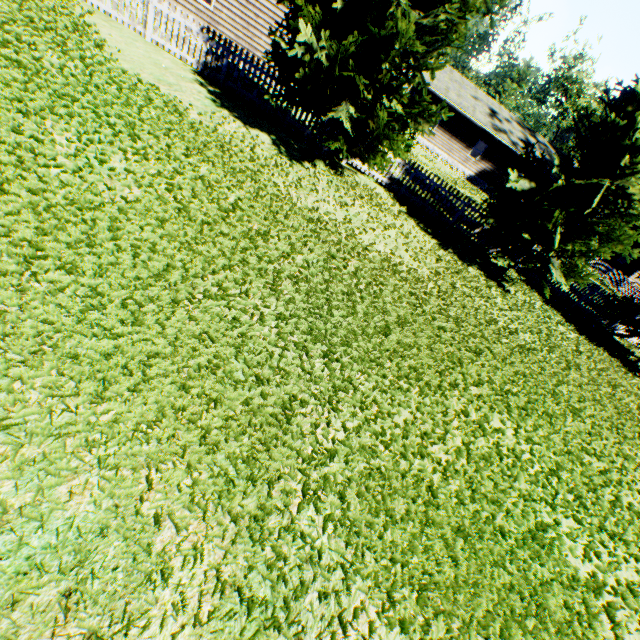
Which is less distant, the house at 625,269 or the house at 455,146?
the house at 455,146

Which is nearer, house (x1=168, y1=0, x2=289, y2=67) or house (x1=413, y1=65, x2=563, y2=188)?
house (x1=168, y1=0, x2=289, y2=67)

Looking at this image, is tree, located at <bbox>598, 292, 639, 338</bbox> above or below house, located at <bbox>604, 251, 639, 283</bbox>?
below

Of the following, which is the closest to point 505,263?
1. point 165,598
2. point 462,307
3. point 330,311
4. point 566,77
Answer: point 462,307

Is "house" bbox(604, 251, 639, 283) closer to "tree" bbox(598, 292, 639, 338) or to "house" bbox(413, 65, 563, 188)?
"house" bbox(413, 65, 563, 188)

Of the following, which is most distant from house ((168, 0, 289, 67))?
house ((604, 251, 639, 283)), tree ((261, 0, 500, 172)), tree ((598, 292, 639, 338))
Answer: house ((604, 251, 639, 283))

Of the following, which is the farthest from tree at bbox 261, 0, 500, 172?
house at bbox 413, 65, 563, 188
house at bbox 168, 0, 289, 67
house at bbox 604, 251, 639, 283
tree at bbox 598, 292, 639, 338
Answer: house at bbox 413, 65, 563, 188

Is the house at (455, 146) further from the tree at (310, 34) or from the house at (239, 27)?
the tree at (310, 34)
